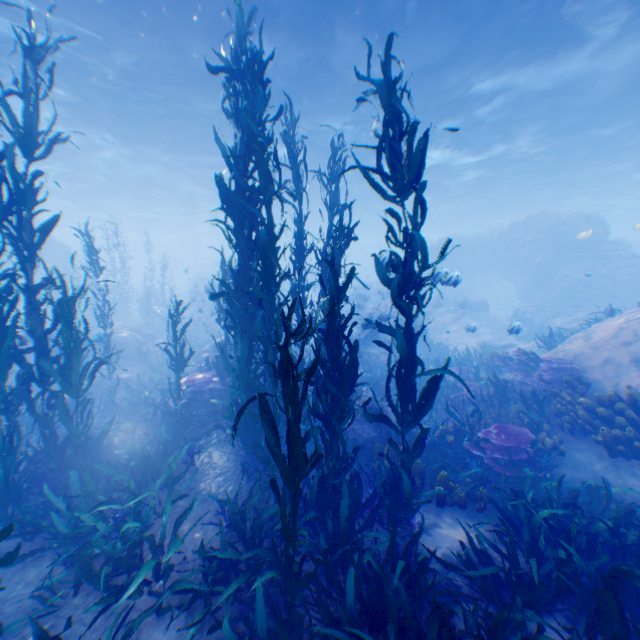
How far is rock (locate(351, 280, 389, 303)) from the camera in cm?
2845

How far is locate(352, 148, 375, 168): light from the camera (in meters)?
20.83

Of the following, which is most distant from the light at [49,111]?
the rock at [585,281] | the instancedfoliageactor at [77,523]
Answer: the instancedfoliageactor at [77,523]

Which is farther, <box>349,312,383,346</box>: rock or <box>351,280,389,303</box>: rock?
<box>351,280,389,303</box>: rock

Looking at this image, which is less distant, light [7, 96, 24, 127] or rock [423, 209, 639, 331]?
light [7, 96, 24, 127]

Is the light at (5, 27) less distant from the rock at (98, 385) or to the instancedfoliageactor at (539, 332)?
the rock at (98, 385)

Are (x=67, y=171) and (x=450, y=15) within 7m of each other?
no

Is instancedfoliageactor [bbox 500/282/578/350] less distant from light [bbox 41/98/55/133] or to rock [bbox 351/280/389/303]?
rock [bbox 351/280/389/303]
